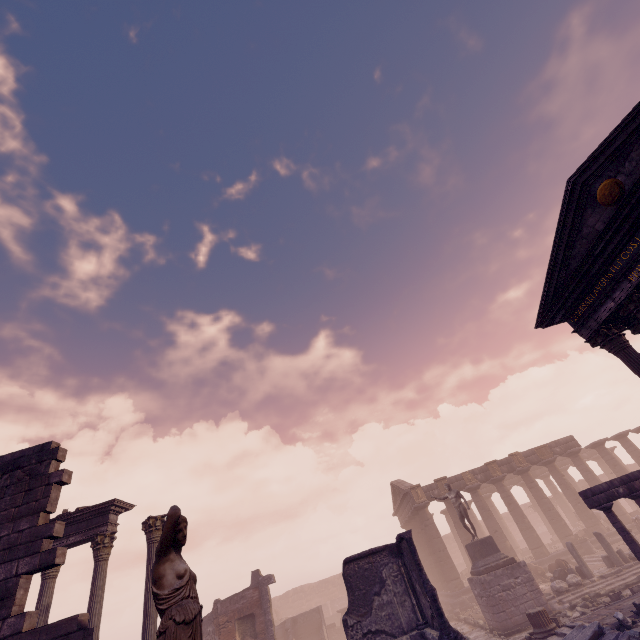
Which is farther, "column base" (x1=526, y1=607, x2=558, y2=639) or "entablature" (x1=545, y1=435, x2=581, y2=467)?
"entablature" (x1=545, y1=435, x2=581, y2=467)

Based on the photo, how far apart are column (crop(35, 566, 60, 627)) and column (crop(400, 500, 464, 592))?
23.36m

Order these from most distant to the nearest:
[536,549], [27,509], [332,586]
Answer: [332,586] → [536,549] → [27,509]

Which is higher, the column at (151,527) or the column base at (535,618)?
the column at (151,527)

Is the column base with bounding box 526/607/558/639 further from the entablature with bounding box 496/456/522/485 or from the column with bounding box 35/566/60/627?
the column with bounding box 35/566/60/627

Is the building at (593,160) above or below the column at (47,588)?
above

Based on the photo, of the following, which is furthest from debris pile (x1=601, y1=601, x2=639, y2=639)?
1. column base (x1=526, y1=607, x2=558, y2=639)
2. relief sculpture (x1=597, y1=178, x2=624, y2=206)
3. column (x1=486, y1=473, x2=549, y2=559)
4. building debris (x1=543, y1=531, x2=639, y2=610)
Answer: column (x1=486, y1=473, x2=549, y2=559)

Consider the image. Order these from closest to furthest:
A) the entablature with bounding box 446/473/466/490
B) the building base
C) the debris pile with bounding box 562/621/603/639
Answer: the debris pile with bounding box 562/621/603/639 → the building base → the entablature with bounding box 446/473/466/490
